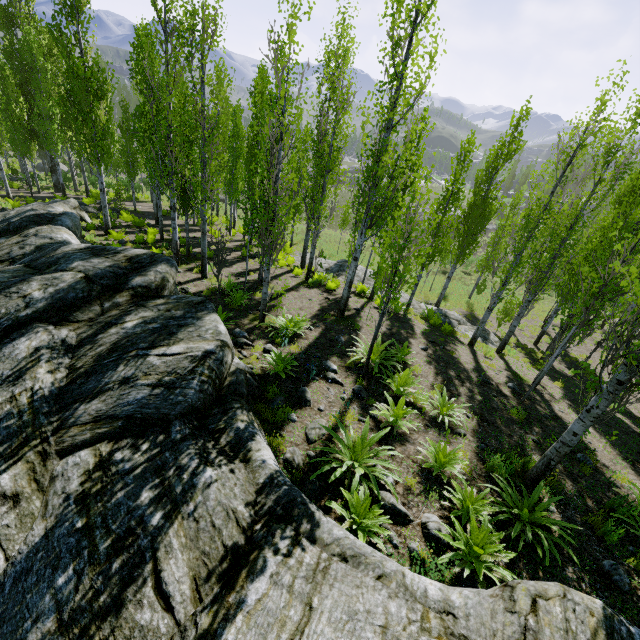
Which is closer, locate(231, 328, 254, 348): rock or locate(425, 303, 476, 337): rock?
locate(231, 328, 254, 348): rock

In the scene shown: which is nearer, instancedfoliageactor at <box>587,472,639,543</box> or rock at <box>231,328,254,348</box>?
instancedfoliageactor at <box>587,472,639,543</box>

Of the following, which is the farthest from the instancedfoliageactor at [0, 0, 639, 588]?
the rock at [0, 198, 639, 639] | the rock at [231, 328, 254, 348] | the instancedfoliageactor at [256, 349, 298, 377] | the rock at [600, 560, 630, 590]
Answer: the rock at [231, 328, 254, 348]

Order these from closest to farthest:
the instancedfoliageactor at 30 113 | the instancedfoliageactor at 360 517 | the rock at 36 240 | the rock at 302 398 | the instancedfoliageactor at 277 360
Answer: the rock at 36 240
the instancedfoliageactor at 360 517
the instancedfoliageactor at 30 113
the rock at 302 398
the instancedfoliageactor at 277 360

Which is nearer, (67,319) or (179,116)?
(67,319)

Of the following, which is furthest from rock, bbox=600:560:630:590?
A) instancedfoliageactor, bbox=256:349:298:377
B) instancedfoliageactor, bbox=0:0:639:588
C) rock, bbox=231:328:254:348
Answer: rock, bbox=231:328:254:348

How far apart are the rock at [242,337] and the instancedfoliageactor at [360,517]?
3.20m

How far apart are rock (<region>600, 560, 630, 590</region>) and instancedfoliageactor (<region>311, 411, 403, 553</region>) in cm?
328
